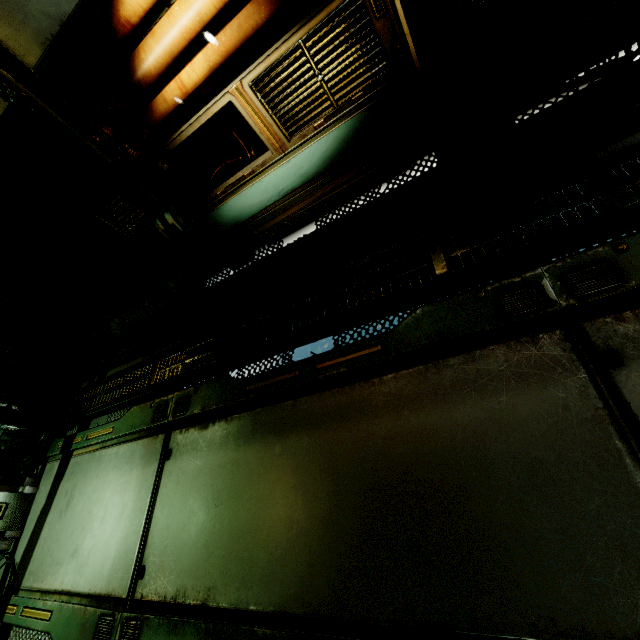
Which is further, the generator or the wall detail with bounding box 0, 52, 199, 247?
the generator

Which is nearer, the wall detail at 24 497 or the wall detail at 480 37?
the wall detail at 480 37

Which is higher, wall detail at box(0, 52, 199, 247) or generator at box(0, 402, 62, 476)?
wall detail at box(0, 52, 199, 247)

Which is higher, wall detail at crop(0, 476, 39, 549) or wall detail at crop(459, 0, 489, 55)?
wall detail at crop(459, 0, 489, 55)

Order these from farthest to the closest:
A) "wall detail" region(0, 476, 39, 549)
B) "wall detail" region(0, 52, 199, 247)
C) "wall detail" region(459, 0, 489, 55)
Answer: "wall detail" region(0, 476, 39, 549)
"wall detail" region(0, 52, 199, 247)
"wall detail" region(459, 0, 489, 55)

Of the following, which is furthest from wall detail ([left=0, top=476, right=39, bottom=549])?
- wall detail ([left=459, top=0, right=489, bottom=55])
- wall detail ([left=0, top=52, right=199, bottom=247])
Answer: wall detail ([left=459, top=0, right=489, bottom=55])

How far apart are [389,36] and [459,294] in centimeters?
263cm

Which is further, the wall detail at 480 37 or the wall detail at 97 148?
the wall detail at 97 148
